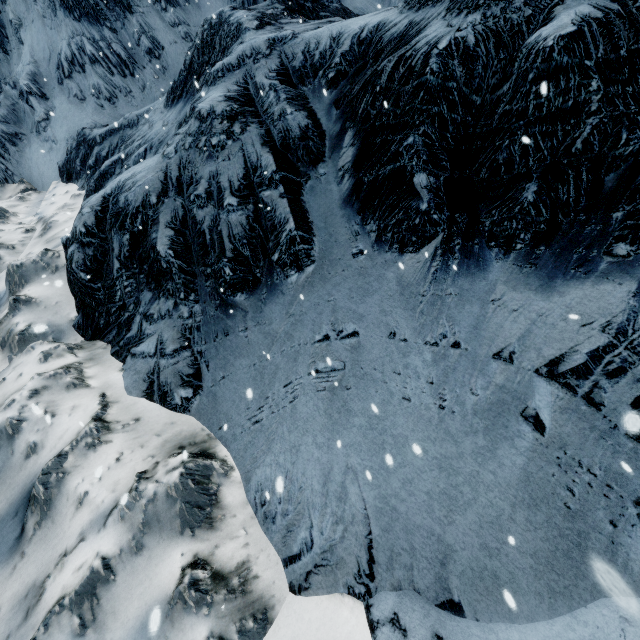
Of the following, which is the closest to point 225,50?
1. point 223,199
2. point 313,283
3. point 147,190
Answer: point 147,190
